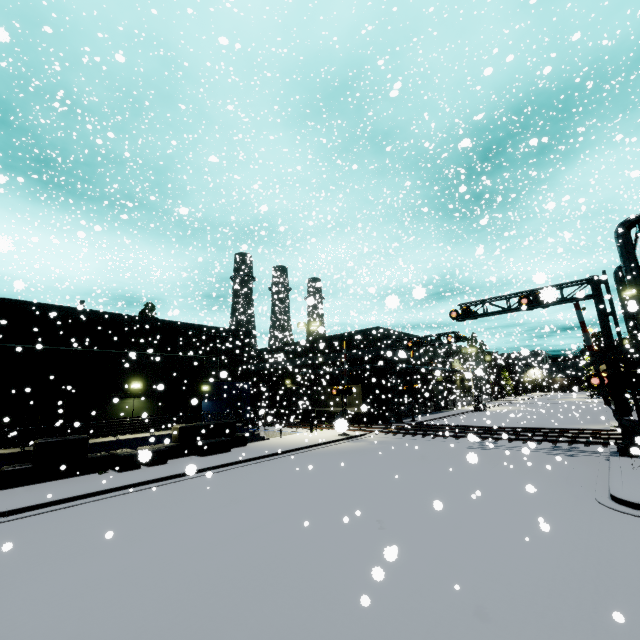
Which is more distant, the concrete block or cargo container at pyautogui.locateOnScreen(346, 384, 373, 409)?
cargo container at pyautogui.locateOnScreen(346, 384, 373, 409)

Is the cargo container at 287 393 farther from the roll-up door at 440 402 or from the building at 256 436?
the roll-up door at 440 402

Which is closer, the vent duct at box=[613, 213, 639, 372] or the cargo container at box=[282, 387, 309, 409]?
the vent duct at box=[613, 213, 639, 372]

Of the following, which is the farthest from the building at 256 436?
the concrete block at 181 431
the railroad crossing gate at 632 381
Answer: the railroad crossing gate at 632 381

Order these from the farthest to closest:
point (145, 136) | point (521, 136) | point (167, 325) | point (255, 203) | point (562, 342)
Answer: point (145, 136)
point (167, 325)
point (521, 136)
point (562, 342)
point (255, 203)

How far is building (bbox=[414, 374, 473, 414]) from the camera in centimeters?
3606cm

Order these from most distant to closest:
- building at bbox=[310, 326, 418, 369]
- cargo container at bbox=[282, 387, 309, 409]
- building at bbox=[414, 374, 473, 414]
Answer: building at bbox=[310, 326, 418, 369] < building at bbox=[414, 374, 473, 414] < cargo container at bbox=[282, 387, 309, 409]
